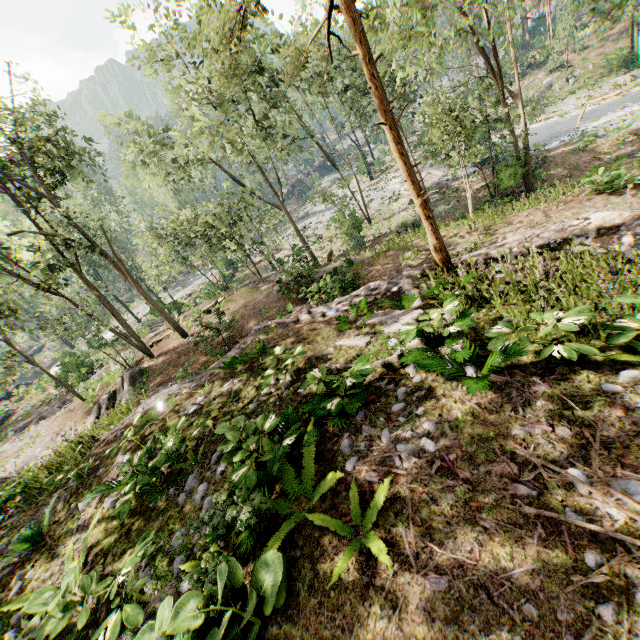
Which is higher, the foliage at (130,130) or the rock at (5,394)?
the foliage at (130,130)

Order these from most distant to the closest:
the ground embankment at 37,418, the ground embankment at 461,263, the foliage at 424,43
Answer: the ground embankment at 37,418 < the foliage at 424,43 < the ground embankment at 461,263

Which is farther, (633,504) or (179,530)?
(179,530)

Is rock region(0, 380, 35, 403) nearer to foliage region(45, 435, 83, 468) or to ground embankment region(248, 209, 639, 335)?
foliage region(45, 435, 83, 468)

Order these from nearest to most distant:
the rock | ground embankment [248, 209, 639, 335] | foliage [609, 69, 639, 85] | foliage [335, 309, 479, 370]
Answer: foliage [335, 309, 479, 370]
ground embankment [248, 209, 639, 335]
foliage [609, 69, 639, 85]
the rock

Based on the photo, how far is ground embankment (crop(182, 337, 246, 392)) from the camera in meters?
8.8

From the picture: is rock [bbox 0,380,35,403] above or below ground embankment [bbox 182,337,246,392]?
below

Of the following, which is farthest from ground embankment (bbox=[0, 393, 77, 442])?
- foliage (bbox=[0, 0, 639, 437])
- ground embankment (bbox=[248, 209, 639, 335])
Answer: ground embankment (bbox=[248, 209, 639, 335])
